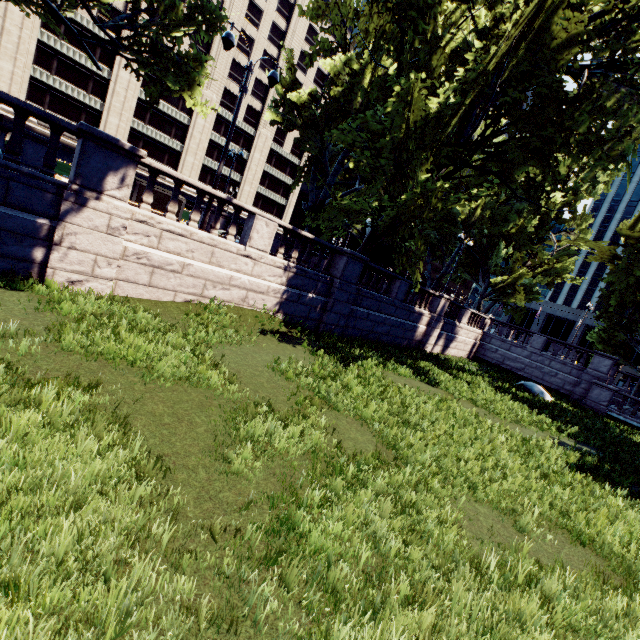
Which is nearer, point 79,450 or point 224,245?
point 79,450

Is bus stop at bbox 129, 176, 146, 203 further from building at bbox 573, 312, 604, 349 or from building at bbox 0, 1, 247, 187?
building at bbox 573, 312, 604, 349

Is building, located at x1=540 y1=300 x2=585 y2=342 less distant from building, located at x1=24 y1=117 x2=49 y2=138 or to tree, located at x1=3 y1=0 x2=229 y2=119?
tree, located at x1=3 y1=0 x2=229 y2=119

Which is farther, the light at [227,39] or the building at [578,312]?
the building at [578,312]

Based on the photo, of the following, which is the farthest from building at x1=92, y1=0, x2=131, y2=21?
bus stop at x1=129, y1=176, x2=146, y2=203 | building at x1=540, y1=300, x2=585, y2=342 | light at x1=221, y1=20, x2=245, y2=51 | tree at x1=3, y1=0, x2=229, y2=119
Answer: building at x1=540, y1=300, x2=585, y2=342

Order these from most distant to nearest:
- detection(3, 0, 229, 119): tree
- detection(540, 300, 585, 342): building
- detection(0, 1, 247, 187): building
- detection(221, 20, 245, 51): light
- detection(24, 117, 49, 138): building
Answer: detection(540, 300, 585, 342): building < detection(24, 117, 49, 138): building < detection(0, 1, 247, 187): building < detection(3, 0, 229, 119): tree < detection(221, 20, 245, 51): light

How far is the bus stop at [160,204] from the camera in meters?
22.1

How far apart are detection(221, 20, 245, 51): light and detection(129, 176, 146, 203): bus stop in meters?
12.5
